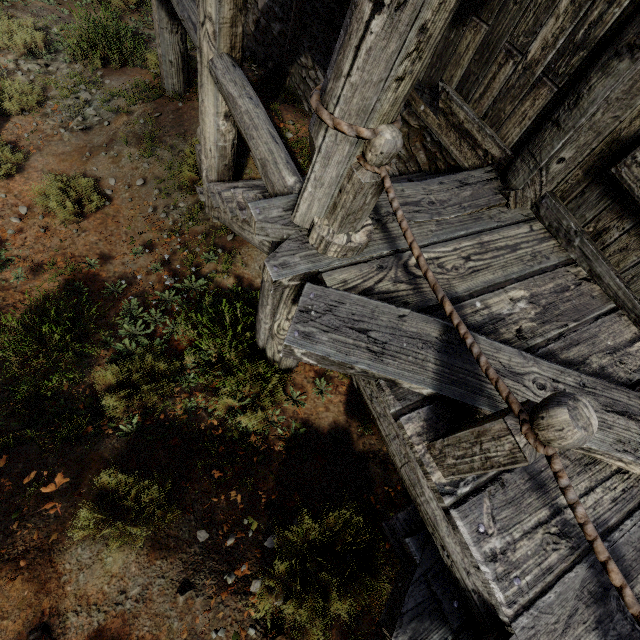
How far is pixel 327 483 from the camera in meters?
3.5 m
